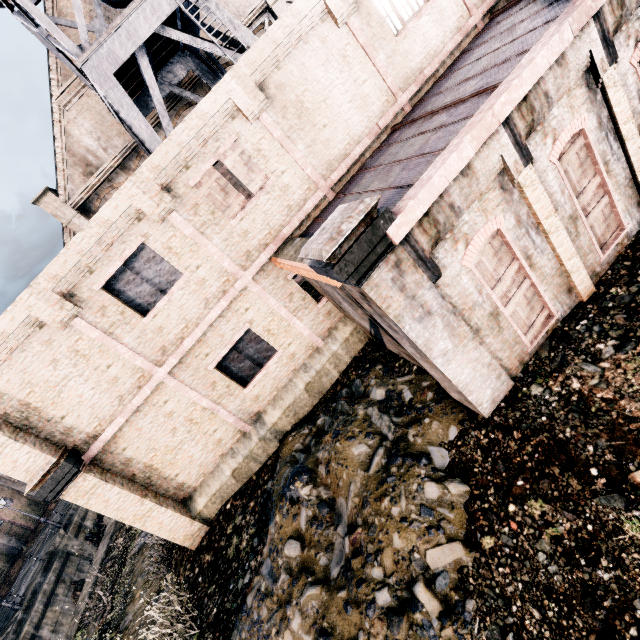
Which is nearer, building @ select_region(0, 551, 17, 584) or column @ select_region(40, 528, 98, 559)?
column @ select_region(40, 528, 98, 559)

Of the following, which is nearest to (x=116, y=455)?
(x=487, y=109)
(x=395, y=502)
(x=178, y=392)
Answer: (x=178, y=392)

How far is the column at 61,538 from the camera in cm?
2575

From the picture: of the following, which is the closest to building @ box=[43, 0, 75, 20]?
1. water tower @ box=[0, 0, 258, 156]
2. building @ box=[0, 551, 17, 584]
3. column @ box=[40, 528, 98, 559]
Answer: water tower @ box=[0, 0, 258, 156]

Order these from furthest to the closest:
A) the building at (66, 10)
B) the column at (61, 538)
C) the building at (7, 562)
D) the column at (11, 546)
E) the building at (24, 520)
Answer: the building at (24, 520), the column at (11, 546), the building at (7, 562), the column at (61, 538), the building at (66, 10)

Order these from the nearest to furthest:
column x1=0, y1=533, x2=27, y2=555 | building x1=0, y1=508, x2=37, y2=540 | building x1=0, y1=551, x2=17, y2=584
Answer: building x1=0, y1=551, x2=17, y2=584 → column x1=0, y1=533, x2=27, y2=555 → building x1=0, y1=508, x2=37, y2=540

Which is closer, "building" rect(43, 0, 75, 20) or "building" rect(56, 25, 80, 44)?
"building" rect(43, 0, 75, 20)
